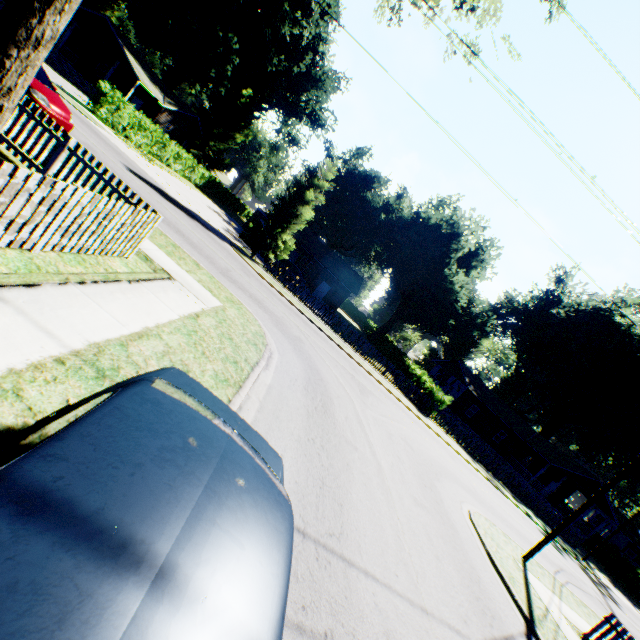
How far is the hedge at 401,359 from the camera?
25.30m

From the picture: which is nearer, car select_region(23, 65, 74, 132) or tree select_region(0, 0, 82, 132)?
tree select_region(0, 0, 82, 132)

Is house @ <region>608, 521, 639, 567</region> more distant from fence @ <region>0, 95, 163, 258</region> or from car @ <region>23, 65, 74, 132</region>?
car @ <region>23, 65, 74, 132</region>

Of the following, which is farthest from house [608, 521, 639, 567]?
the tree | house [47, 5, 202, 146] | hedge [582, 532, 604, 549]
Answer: house [47, 5, 202, 146]

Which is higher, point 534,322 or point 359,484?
point 534,322

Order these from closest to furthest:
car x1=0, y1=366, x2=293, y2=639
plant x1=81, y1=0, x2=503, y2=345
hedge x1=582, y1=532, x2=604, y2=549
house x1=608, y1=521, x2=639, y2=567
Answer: car x1=0, y1=366, x2=293, y2=639
plant x1=81, y1=0, x2=503, y2=345
hedge x1=582, y1=532, x2=604, y2=549
house x1=608, y1=521, x2=639, y2=567

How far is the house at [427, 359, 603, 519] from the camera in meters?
35.7

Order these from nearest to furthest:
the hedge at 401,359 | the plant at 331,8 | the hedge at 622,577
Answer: the hedge at 401,359, the hedge at 622,577, the plant at 331,8
